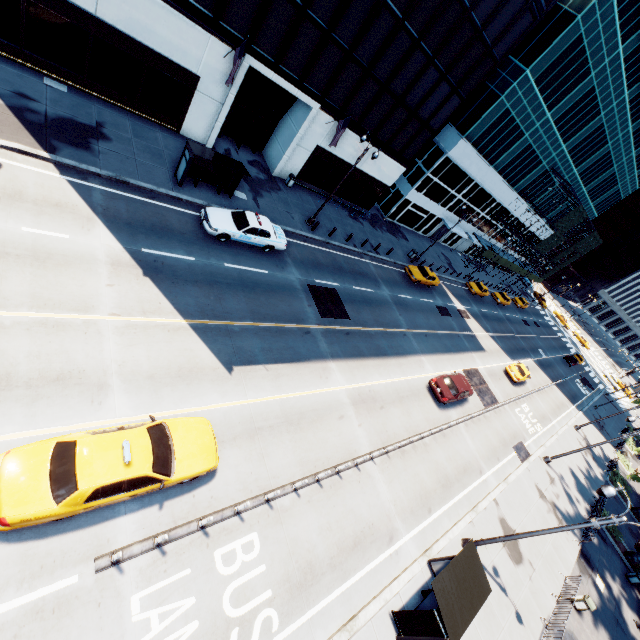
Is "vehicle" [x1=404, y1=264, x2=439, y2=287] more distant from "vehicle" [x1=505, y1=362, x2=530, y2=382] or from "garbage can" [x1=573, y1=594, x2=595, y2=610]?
"garbage can" [x1=573, y1=594, x2=595, y2=610]

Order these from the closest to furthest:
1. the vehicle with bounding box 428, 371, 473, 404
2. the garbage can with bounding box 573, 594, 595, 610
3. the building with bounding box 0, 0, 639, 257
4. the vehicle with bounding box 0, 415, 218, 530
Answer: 1. the vehicle with bounding box 0, 415, 218, 530
2. the building with bounding box 0, 0, 639, 257
3. the garbage can with bounding box 573, 594, 595, 610
4. the vehicle with bounding box 428, 371, 473, 404

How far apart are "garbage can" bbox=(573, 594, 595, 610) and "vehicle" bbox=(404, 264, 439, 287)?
24.4 meters

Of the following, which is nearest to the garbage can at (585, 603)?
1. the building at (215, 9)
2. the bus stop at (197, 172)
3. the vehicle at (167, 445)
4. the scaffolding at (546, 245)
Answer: the bus stop at (197, 172)

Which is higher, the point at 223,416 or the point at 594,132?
the point at 594,132

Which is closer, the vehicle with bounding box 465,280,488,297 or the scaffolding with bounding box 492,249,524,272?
the vehicle with bounding box 465,280,488,297

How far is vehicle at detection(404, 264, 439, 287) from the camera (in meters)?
31.70

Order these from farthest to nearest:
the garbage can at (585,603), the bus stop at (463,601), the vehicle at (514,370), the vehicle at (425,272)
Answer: the vehicle at (514,370) < the vehicle at (425,272) < the garbage can at (585,603) < the bus stop at (463,601)
